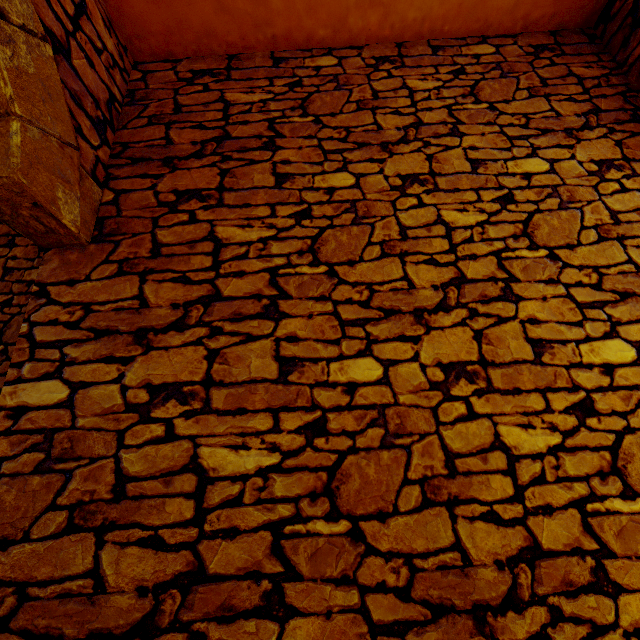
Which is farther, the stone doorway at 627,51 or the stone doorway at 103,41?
the stone doorway at 627,51

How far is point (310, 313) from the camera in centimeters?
171cm

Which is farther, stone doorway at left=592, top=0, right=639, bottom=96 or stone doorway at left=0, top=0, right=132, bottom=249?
stone doorway at left=592, top=0, right=639, bottom=96
